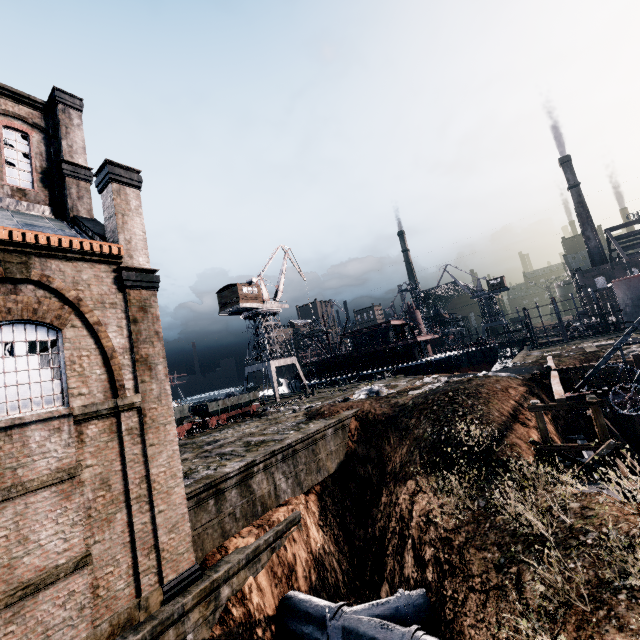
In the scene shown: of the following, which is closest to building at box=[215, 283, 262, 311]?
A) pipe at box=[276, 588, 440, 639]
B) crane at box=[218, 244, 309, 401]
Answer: crane at box=[218, 244, 309, 401]

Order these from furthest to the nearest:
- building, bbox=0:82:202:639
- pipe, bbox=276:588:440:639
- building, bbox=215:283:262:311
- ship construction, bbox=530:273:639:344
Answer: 1. building, bbox=215:283:262:311
2. ship construction, bbox=530:273:639:344
3. pipe, bbox=276:588:440:639
4. building, bbox=0:82:202:639

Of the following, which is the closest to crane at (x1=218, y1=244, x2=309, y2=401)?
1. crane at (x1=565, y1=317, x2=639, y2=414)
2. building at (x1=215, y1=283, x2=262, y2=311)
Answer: building at (x1=215, y1=283, x2=262, y2=311)

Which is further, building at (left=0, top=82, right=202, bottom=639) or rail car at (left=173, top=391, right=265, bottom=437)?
rail car at (left=173, top=391, right=265, bottom=437)

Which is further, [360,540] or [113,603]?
[360,540]

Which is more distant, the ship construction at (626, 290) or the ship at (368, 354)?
the ship at (368, 354)

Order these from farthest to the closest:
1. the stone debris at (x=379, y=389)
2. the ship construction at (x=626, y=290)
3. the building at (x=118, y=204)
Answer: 1. the ship construction at (x=626, y=290)
2. the stone debris at (x=379, y=389)
3. the building at (x=118, y=204)

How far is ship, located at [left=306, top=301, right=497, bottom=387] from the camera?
46.0 meters
